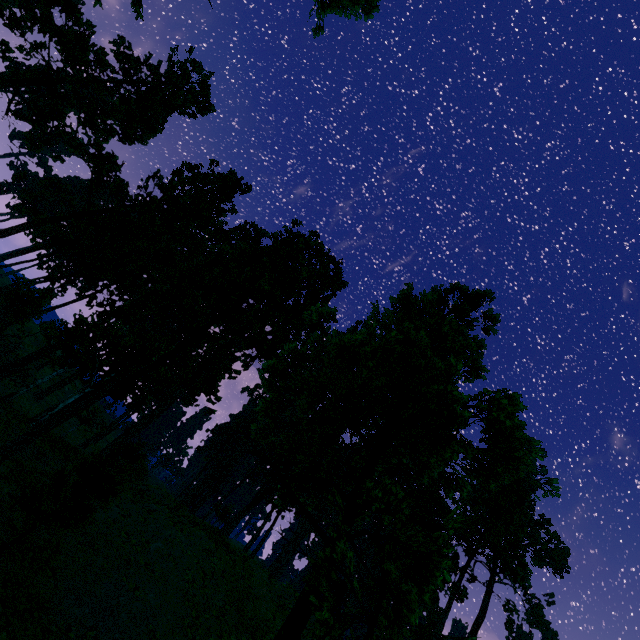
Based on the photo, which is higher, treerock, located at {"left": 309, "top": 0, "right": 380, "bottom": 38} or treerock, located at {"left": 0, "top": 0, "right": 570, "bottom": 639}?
treerock, located at {"left": 309, "top": 0, "right": 380, "bottom": 38}

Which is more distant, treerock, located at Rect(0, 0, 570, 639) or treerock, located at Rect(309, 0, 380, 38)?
treerock, located at Rect(309, 0, 380, 38)

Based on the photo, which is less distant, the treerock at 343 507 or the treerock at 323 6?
the treerock at 343 507

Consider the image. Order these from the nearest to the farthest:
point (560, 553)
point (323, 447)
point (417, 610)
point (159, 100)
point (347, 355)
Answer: point (417, 610), point (347, 355), point (323, 447), point (159, 100), point (560, 553)

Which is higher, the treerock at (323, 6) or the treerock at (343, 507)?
the treerock at (323, 6)
